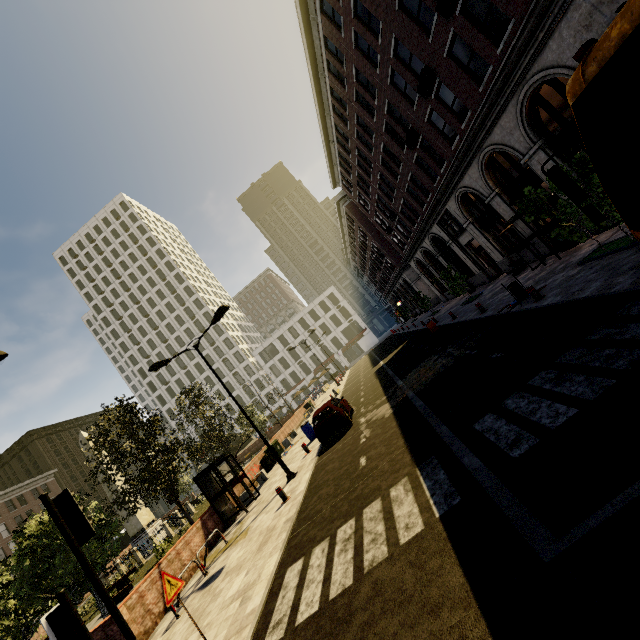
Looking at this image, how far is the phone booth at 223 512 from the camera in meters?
14.5

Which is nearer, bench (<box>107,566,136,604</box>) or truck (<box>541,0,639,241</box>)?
truck (<box>541,0,639,241</box>)

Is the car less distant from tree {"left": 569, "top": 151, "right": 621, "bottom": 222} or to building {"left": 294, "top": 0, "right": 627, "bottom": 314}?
tree {"left": 569, "top": 151, "right": 621, "bottom": 222}

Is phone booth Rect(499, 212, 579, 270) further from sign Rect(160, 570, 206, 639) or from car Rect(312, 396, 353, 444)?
sign Rect(160, 570, 206, 639)

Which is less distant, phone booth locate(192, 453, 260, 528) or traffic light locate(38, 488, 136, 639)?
traffic light locate(38, 488, 136, 639)

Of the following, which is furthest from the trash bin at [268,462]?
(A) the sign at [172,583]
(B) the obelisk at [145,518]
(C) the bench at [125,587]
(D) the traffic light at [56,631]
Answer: (D) the traffic light at [56,631]

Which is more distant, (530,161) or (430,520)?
(530,161)

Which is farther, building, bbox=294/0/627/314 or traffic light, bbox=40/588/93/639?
building, bbox=294/0/627/314
